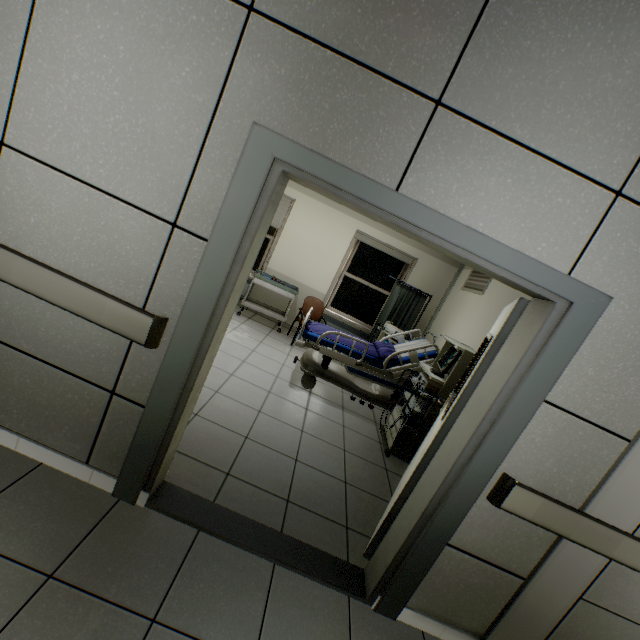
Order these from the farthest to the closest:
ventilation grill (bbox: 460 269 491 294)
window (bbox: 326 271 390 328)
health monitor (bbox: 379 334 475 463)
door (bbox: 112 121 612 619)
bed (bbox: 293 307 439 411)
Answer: window (bbox: 326 271 390 328) → ventilation grill (bbox: 460 269 491 294) → bed (bbox: 293 307 439 411) → health monitor (bbox: 379 334 475 463) → door (bbox: 112 121 612 619)

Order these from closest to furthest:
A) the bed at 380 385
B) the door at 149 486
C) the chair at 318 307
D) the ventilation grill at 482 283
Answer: the door at 149 486 → the bed at 380 385 → the ventilation grill at 482 283 → the chair at 318 307

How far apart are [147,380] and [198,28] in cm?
172

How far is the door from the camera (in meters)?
1.50

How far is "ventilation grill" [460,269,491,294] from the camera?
4.93m

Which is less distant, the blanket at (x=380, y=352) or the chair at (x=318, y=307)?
the blanket at (x=380, y=352)

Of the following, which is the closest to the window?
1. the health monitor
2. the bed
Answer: the bed

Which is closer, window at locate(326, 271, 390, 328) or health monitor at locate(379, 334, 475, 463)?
health monitor at locate(379, 334, 475, 463)
